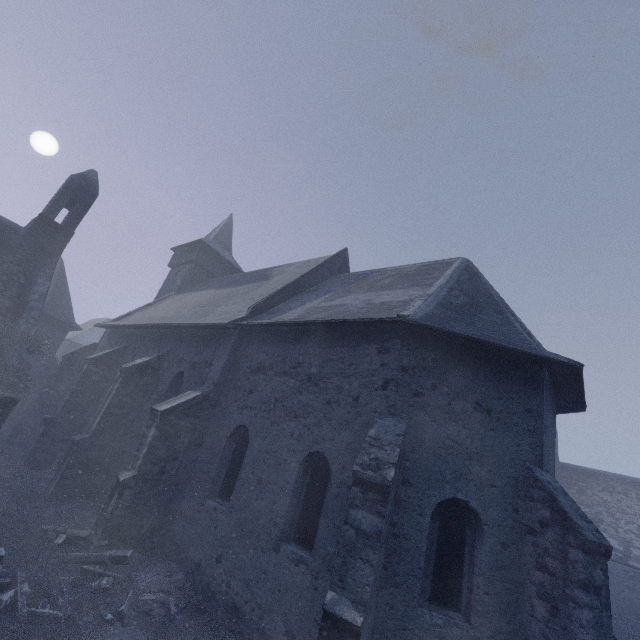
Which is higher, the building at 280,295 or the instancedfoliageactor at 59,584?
the building at 280,295

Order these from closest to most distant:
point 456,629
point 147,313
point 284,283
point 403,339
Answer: point 456,629 → point 403,339 → point 284,283 → point 147,313

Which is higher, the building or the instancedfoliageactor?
the building
